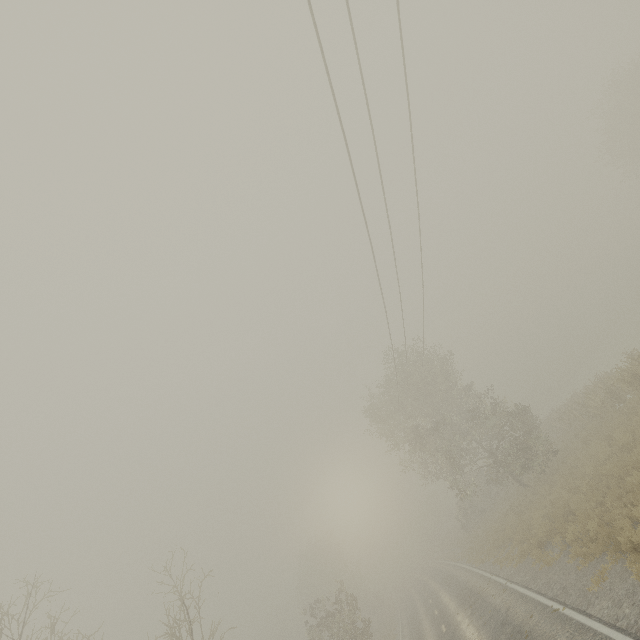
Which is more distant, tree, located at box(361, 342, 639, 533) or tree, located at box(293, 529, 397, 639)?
tree, located at box(293, 529, 397, 639)

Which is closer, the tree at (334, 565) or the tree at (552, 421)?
the tree at (552, 421)

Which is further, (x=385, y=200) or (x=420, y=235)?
(x=420, y=235)

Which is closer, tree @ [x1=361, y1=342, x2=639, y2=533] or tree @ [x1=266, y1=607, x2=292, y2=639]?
tree @ [x1=361, y1=342, x2=639, y2=533]

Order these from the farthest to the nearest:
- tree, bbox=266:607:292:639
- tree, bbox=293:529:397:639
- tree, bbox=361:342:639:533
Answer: tree, bbox=266:607:292:639, tree, bbox=293:529:397:639, tree, bbox=361:342:639:533

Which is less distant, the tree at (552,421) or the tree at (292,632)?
the tree at (552,421)
